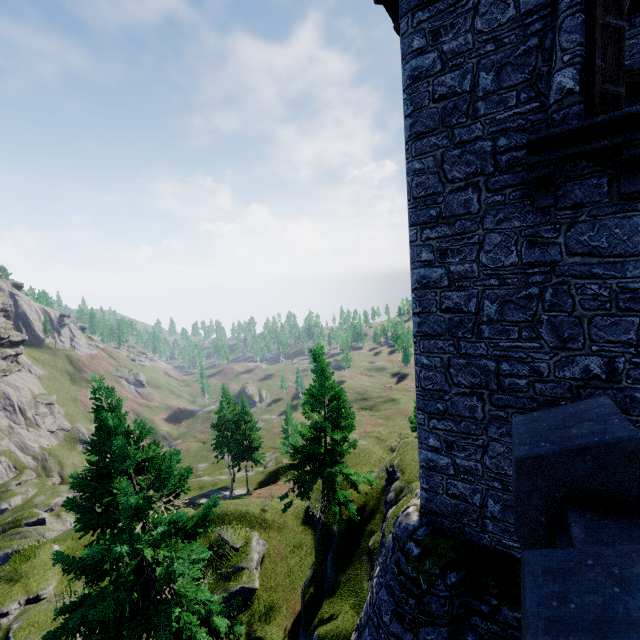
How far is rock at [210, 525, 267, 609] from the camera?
15.88m

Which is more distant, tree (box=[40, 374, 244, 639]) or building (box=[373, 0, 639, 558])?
tree (box=[40, 374, 244, 639])

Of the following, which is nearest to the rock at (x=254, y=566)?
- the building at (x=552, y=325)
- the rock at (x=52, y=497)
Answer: the building at (x=552, y=325)

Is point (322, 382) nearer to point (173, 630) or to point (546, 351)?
point (173, 630)

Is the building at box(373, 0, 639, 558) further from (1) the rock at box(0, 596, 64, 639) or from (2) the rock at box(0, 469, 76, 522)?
(2) the rock at box(0, 469, 76, 522)

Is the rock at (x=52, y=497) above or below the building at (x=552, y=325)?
below

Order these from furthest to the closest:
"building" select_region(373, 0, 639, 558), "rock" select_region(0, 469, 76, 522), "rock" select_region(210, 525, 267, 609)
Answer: "rock" select_region(0, 469, 76, 522) < "rock" select_region(210, 525, 267, 609) < "building" select_region(373, 0, 639, 558)
